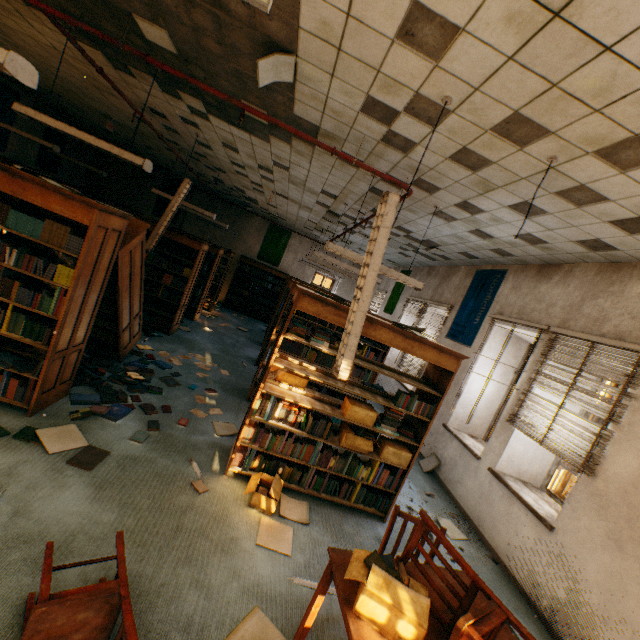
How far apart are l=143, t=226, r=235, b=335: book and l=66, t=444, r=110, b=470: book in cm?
420

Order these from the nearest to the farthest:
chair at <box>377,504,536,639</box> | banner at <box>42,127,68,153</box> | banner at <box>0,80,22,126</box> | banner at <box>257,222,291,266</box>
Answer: chair at <box>377,504,536,639</box>, banner at <box>0,80,22,126</box>, banner at <box>42,127,68,153</box>, banner at <box>257,222,291,266</box>

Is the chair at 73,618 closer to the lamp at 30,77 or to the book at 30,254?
the book at 30,254

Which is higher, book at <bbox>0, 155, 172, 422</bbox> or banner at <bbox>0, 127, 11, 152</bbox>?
banner at <bbox>0, 127, 11, 152</bbox>

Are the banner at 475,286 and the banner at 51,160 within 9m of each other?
no

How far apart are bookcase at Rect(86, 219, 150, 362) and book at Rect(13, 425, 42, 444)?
1.65m

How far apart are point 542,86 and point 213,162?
7.1 meters

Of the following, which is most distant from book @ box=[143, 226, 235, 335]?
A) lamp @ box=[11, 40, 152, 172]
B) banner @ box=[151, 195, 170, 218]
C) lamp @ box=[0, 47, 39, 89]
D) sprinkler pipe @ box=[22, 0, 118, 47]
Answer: banner @ box=[151, 195, 170, 218]
